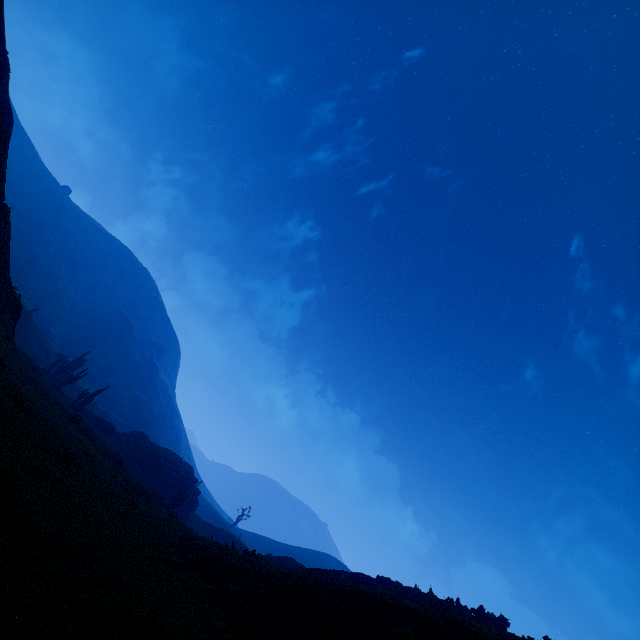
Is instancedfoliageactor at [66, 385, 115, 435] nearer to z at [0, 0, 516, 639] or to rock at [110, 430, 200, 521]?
z at [0, 0, 516, 639]

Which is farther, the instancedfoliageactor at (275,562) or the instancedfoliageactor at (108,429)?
the instancedfoliageactor at (108,429)

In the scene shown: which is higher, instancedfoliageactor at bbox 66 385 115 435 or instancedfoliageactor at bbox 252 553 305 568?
instancedfoliageactor at bbox 252 553 305 568

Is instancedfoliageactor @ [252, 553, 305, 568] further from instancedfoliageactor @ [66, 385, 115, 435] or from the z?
instancedfoliageactor @ [66, 385, 115, 435]

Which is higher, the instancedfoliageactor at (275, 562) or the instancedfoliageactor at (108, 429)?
the instancedfoliageactor at (275, 562)

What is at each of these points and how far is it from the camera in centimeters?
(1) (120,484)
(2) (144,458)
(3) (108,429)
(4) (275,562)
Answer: (1) z, 1539cm
(2) rock, 4128cm
(3) instancedfoliageactor, 4150cm
(4) instancedfoliageactor, 2503cm

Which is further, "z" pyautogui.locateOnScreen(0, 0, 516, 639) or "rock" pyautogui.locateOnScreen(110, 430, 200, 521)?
"rock" pyautogui.locateOnScreen(110, 430, 200, 521)

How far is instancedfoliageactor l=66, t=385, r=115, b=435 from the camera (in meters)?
34.44
